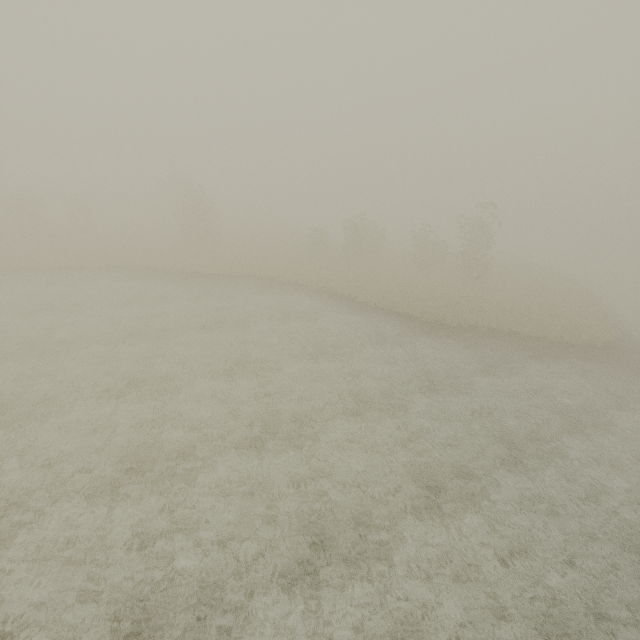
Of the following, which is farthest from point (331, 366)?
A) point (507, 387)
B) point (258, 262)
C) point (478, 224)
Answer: point (478, 224)
